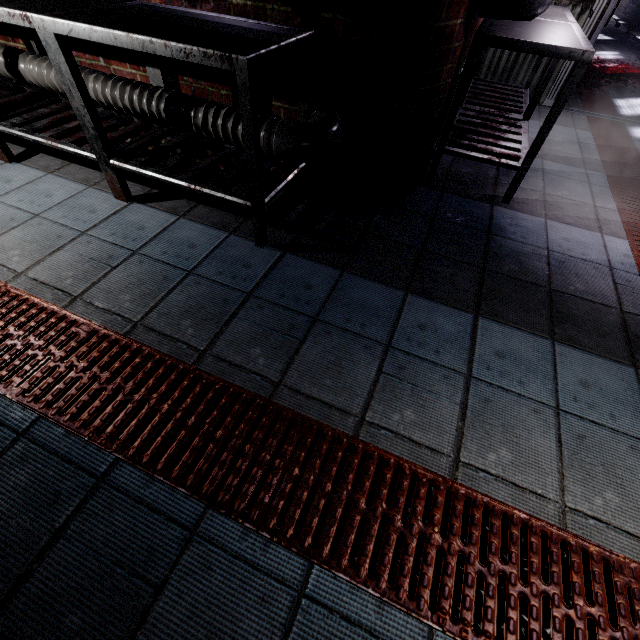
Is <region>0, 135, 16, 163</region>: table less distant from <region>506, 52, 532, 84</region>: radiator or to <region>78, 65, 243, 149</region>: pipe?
<region>78, 65, 243, 149</region>: pipe

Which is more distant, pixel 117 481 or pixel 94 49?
pixel 94 49

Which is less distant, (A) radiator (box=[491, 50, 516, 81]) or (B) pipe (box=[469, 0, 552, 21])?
(B) pipe (box=[469, 0, 552, 21])

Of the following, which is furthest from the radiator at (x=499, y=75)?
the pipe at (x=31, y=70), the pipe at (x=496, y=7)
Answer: the pipe at (x=31, y=70)

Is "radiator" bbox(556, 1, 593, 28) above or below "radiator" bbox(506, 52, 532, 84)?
above

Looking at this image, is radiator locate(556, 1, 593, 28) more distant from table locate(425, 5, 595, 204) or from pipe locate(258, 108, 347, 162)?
pipe locate(258, 108, 347, 162)

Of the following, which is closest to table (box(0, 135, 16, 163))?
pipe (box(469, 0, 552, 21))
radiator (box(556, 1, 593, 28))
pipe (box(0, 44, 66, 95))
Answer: pipe (box(0, 44, 66, 95))
